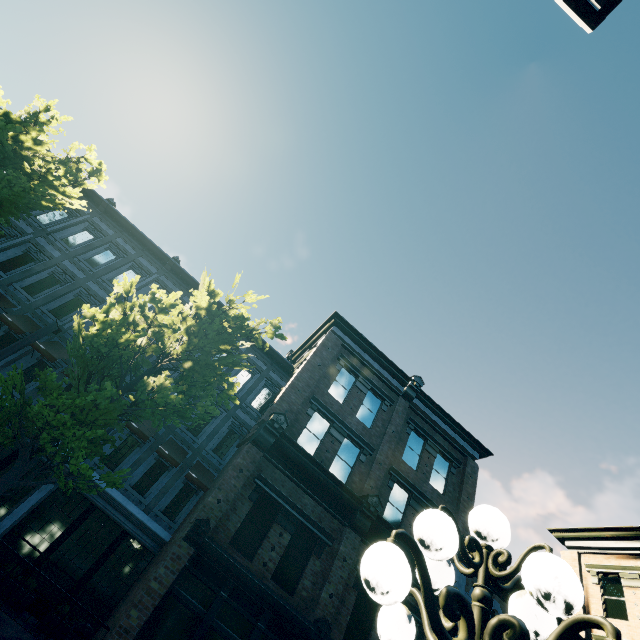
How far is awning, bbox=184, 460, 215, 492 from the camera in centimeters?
1339cm

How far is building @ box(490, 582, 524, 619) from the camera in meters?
13.1 m

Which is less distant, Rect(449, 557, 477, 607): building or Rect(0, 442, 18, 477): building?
Rect(0, 442, 18, 477): building

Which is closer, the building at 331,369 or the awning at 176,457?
the building at 331,369

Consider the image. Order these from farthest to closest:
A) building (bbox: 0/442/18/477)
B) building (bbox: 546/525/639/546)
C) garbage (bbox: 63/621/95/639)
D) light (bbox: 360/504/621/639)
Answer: building (bbox: 546/525/639/546)
building (bbox: 0/442/18/477)
garbage (bbox: 63/621/95/639)
light (bbox: 360/504/621/639)

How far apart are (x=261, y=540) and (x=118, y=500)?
6.0m

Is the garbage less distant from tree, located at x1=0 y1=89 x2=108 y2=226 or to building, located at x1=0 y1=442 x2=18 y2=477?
building, located at x1=0 y1=442 x2=18 y2=477

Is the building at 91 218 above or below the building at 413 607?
above
